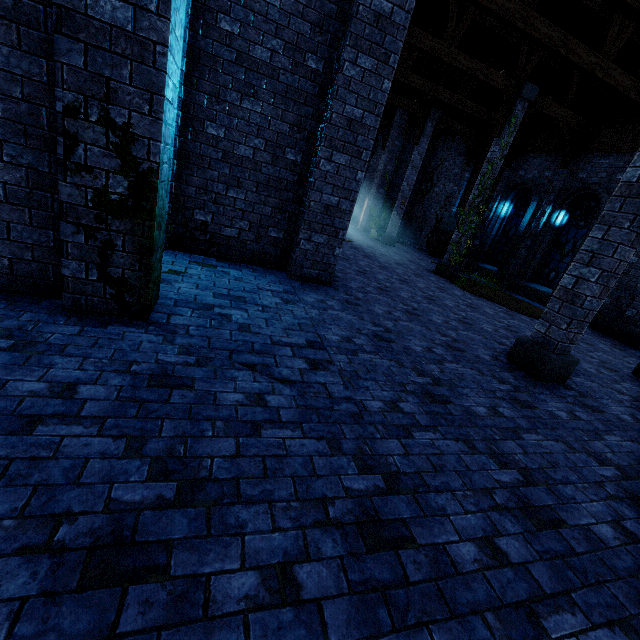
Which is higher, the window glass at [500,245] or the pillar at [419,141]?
the pillar at [419,141]

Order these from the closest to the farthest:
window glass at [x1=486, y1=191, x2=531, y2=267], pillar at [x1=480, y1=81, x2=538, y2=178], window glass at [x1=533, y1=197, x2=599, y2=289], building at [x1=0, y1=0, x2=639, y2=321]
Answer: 1. building at [x1=0, y1=0, x2=639, y2=321]
2. pillar at [x1=480, y1=81, x2=538, y2=178]
3. window glass at [x1=533, y1=197, x2=599, y2=289]
4. window glass at [x1=486, y1=191, x2=531, y2=267]

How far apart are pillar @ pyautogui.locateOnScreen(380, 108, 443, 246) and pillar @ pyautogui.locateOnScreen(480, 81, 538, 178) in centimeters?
524cm

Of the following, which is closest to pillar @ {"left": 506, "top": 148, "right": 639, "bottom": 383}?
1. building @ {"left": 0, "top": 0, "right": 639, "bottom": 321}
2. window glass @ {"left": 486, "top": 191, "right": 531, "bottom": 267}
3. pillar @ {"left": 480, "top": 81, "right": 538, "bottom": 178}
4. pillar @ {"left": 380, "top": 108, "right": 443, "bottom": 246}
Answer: building @ {"left": 0, "top": 0, "right": 639, "bottom": 321}

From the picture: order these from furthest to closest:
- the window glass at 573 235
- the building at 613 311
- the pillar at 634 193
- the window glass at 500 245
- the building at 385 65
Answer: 1. the window glass at 500 245
2. the window glass at 573 235
3. the building at 613 311
4. the pillar at 634 193
5. the building at 385 65

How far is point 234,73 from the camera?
5.5 meters

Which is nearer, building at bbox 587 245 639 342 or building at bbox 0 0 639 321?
building at bbox 0 0 639 321

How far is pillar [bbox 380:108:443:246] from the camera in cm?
1650
